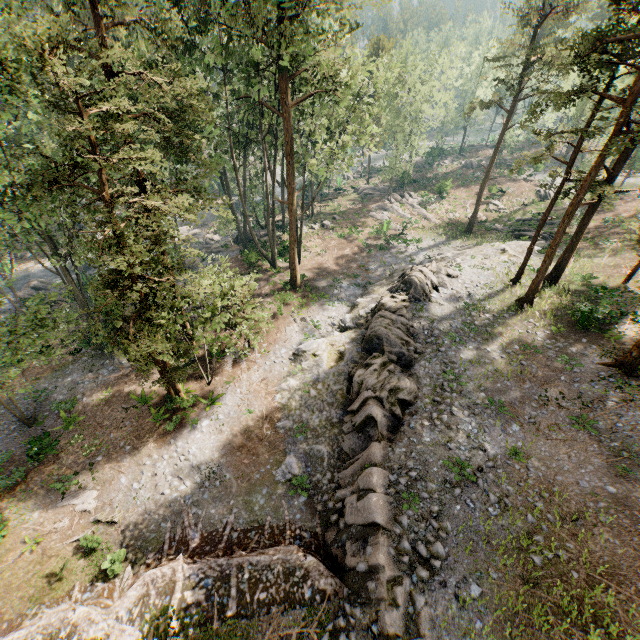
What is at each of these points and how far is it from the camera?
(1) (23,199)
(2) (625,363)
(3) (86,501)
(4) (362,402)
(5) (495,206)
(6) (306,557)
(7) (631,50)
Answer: (1) foliage, 20.2m
(2) foliage, 16.9m
(3) foliage, 16.6m
(4) rock, 17.5m
(5) foliage, 46.1m
(6) ground embankment, 13.6m
(7) foliage, 16.3m

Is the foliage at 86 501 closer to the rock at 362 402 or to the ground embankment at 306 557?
the ground embankment at 306 557

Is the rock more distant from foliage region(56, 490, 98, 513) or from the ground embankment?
foliage region(56, 490, 98, 513)

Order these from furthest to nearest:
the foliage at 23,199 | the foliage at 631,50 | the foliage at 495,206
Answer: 1. the foliage at 495,206
2. the foliage at 631,50
3. the foliage at 23,199

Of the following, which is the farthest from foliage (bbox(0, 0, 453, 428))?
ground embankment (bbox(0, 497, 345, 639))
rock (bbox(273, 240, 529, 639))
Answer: rock (bbox(273, 240, 529, 639))

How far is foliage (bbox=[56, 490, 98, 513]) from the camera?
16.3m
